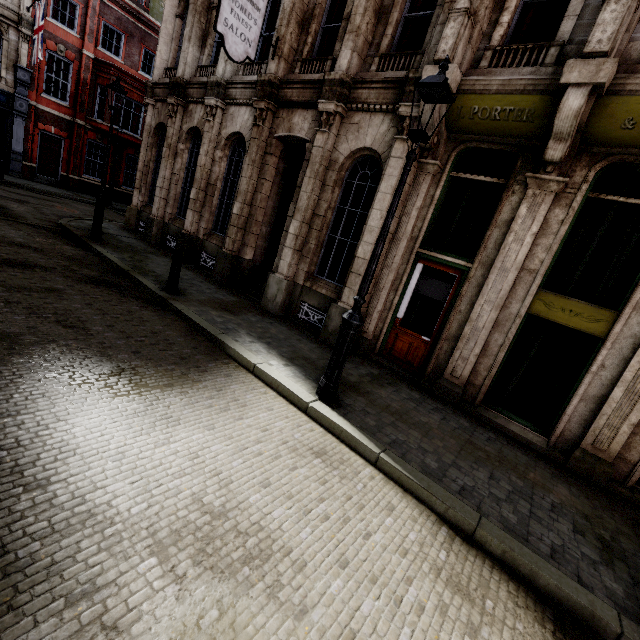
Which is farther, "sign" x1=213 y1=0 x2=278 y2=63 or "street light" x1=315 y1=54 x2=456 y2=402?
"sign" x1=213 y1=0 x2=278 y2=63

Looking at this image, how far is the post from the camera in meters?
7.6

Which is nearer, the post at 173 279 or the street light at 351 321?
the street light at 351 321

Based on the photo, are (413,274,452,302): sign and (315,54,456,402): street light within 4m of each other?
yes

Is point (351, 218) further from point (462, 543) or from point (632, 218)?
point (462, 543)

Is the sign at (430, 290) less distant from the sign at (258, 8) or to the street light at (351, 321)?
the street light at (351, 321)

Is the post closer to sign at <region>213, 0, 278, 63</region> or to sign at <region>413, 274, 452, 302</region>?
sign at <region>213, 0, 278, 63</region>

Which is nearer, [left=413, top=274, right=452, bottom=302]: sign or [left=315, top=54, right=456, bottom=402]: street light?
[left=315, top=54, right=456, bottom=402]: street light
